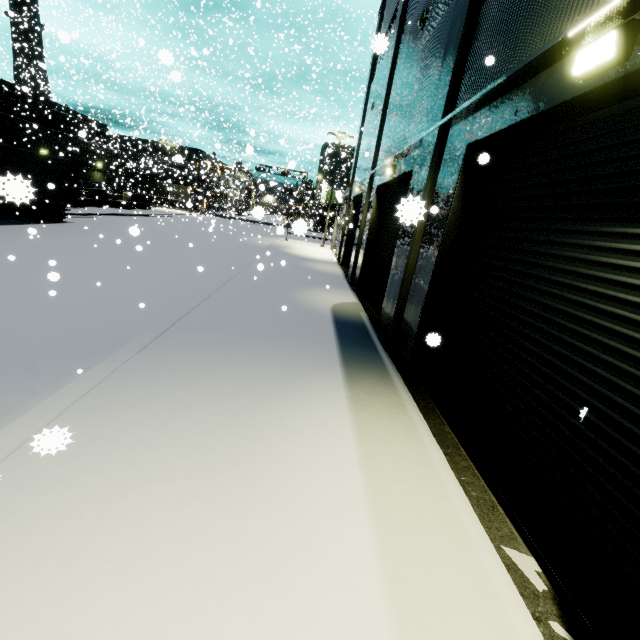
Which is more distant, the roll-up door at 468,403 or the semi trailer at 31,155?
the roll-up door at 468,403

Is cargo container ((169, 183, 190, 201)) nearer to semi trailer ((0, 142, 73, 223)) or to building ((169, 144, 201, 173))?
building ((169, 144, 201, 173))

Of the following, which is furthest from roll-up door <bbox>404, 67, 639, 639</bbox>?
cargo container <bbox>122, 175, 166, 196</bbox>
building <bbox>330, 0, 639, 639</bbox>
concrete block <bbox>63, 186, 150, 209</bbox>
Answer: cargo container <bbox>122, 175, 166, 196</bbox>

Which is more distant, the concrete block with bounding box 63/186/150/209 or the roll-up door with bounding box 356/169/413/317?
the concrete block with bounding box 63/186/150/209

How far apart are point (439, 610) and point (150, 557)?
2.37m

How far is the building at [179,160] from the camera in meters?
29.0 m

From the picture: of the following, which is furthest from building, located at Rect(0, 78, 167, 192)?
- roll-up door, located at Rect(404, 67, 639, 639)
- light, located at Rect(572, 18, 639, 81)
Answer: light, located at Rect(572, 18, 639, 81)

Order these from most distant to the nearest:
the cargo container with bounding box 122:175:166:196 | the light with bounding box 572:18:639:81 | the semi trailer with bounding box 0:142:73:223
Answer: the cargo container with bounding box 122:175:166:196 → the light with bounding box 572:18:639:81 → the semi trailer with bounding box 0:142:73:223
